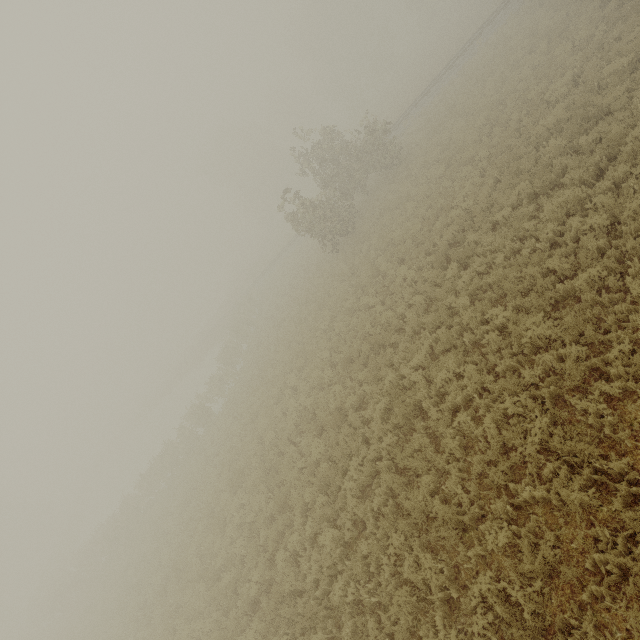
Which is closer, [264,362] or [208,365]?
[264,362]
